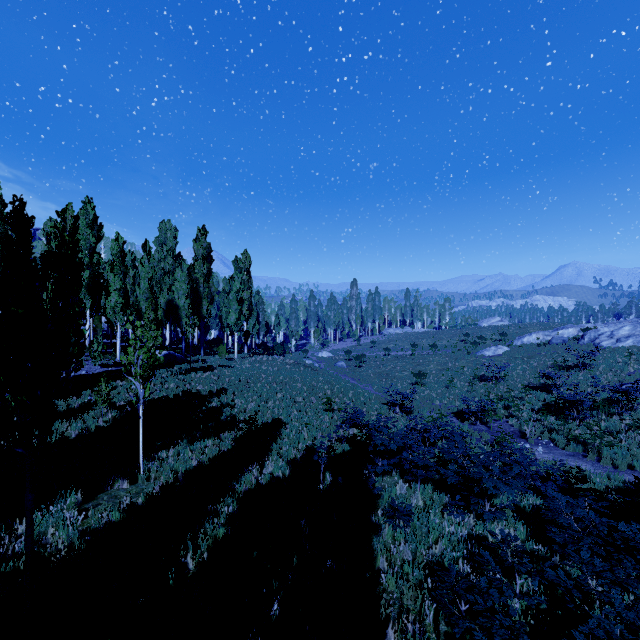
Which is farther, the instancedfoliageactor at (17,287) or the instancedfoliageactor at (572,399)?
the instancedfoliageactor at (572,399)

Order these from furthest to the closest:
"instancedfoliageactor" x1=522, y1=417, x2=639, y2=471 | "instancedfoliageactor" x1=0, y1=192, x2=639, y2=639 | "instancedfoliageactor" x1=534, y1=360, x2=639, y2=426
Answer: "instancedfoliageactor" x1=534, y1=360, x2=639, y2=426
"instancedfoliageactor" x1=522, y1=417, x2=639, y2=471
"instancedfoliageactor" x1=0, y1=192, x2=639, y2=639

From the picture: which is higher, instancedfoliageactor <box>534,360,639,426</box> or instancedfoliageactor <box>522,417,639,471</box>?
instancedfoliageactor <box>534,360,639,426</box>

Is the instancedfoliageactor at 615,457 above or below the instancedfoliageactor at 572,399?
below

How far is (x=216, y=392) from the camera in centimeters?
1819cm

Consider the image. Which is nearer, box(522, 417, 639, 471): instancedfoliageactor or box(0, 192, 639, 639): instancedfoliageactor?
box(0, 192, 639, 639): instancedfoliageactor
